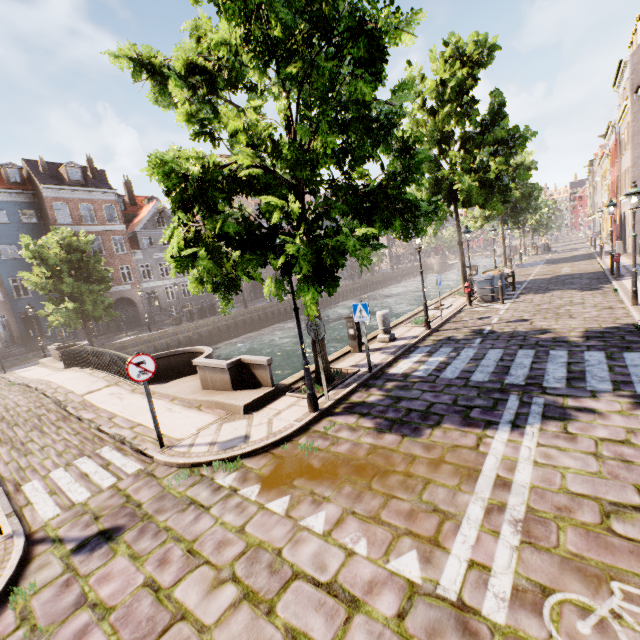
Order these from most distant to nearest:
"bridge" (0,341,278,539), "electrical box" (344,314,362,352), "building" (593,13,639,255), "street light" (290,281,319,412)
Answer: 1. "building" (593,13,639,255)
2. "electrical box" (344,314,362,352)
3. "street light" (290,281,319,412)
4. "bridge" (0,341,278,539)

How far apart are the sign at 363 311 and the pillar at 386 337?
3.0m

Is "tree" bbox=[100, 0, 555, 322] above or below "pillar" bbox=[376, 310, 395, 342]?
above

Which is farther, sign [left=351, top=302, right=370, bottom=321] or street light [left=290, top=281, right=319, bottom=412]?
sign [left=351, top=302, right=370, bottom=321]

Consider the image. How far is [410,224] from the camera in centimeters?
632cm

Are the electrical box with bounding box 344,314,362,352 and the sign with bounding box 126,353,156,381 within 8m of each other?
yes

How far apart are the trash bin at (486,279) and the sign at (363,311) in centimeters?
1036cm

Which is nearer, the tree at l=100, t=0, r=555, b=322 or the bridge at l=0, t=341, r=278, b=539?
the tree at l=100, t=0, r=555, b=322
